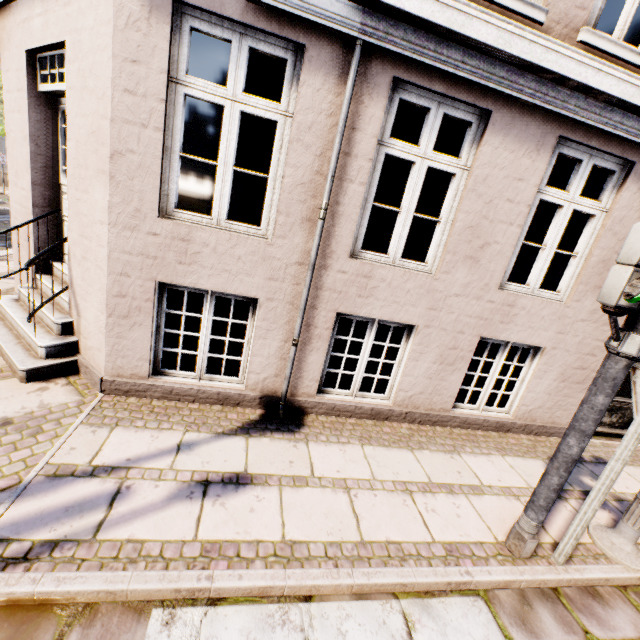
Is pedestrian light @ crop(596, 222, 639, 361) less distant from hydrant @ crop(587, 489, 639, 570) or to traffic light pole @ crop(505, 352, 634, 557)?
traffic light pole @ crop(505, 352, 634, 557)

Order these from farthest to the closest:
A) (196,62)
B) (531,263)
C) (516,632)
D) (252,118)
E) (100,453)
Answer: (252,118) → (196,62) → (531,263) → (100,453) → (516,632)

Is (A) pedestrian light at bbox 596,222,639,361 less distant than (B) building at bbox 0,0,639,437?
Yes

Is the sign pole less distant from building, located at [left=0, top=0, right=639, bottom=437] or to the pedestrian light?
the pedestrian light

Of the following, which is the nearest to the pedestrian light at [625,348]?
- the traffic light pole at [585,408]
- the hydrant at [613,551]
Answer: the traffic light pole at [585,408]

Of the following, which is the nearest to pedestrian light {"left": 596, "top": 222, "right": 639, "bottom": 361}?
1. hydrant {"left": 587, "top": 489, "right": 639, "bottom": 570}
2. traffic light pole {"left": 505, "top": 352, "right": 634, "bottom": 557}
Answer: traffic light pole {"left": 505, "top": 352, "right": 634, "bottom": 557}

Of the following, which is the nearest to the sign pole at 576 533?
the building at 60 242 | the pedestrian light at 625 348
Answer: the pedestrian light at 625 348

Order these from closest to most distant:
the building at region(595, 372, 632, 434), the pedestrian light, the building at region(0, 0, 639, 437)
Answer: the pedestrian light, the building at region(0, 0, 639, 437), the building at region(595, 372, 632, 434)
